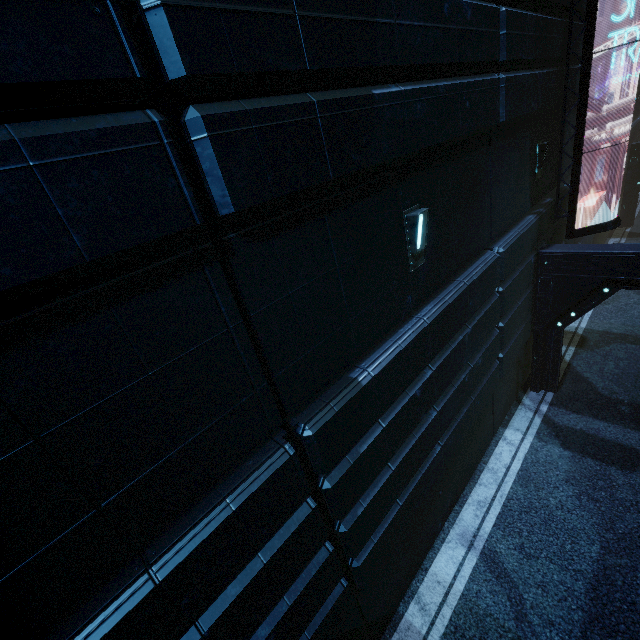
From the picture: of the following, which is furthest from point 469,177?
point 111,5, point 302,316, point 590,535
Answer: point 590,535

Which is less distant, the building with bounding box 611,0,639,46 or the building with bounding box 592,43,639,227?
the building with bounding box 611,0,639,46

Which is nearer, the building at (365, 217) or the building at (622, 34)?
the building at (365, 217)

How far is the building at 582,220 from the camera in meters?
11.7

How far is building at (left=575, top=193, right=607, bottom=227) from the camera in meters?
11.7 m

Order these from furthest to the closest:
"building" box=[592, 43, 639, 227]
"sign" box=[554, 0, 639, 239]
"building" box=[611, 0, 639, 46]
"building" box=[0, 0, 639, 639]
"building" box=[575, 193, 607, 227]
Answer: "building" box=[592, 43, 639, 227] → "building" box=[575, 193, 607, 227] → "building" box=[611, 0, 639, 46] → "sign" box=[554, 0, 639, 239] → "building" box=[0, 0, 639, 639]

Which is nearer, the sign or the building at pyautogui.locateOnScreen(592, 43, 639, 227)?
the sign
